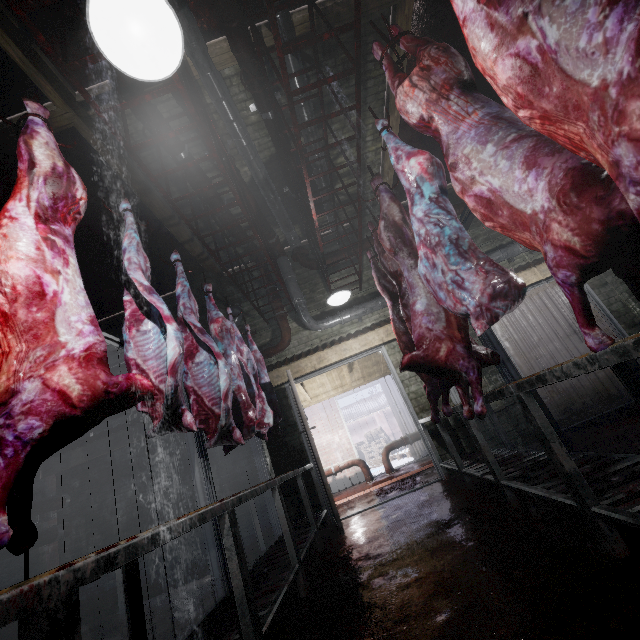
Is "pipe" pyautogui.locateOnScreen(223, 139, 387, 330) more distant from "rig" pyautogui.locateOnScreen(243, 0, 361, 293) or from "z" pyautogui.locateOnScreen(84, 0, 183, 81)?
"z" pyautogui.locateOnScreen(84, 0, 183, 81)

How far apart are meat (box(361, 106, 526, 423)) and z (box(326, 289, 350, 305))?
0.4m

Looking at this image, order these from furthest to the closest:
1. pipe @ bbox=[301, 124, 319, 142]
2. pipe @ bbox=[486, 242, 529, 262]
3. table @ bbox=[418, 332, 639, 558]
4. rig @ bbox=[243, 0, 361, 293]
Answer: pipe @ bbox=[486, 242, 529, 262] → pipe @ bbox=[301, 124, 319, 142] → rig @ bbox=[243, 0, 361, 293] → table @ bbox=[418, 332, 639, 558]

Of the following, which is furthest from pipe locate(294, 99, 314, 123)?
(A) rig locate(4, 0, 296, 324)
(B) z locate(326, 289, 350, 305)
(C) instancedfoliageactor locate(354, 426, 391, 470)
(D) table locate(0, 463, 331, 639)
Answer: (C) instancedfoliageactor locate(354, 426, 391, 470)

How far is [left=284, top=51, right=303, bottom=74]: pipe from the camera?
2.96m

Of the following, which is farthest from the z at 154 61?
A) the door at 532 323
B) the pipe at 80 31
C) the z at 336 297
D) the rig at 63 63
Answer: the door at 532 323

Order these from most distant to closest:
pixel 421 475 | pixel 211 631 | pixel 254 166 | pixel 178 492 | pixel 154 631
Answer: pixel 421 475, pixel 178 492, pixel 254 166, pixel 154 631, pixel 211 631

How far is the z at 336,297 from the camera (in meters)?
3.87
